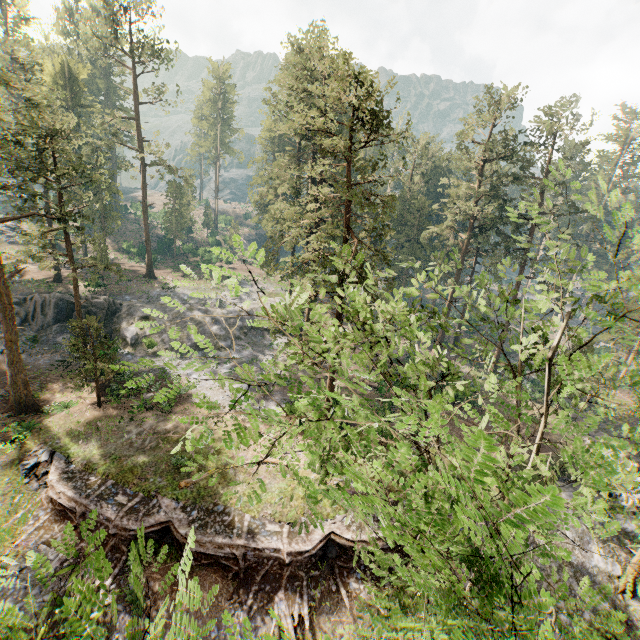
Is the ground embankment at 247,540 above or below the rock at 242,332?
below

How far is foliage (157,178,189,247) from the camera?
56.2 meters

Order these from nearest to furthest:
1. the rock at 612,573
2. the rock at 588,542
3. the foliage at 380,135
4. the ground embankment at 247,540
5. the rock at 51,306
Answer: the foliage at 380,135, the ground embankment at 247,540, the rock at 612,573, the rock at 588,542, the rock at 51,306

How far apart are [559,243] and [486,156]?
31.3 meters

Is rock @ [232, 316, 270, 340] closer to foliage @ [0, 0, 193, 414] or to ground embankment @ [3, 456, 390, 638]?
foliage @ [0, 0, 193, 414]

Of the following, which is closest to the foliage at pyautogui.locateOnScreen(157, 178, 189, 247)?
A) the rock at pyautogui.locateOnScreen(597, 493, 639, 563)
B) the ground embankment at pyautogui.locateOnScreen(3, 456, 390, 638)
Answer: the rock at pyautogui.locateOnScreen(597, 493, 639, 563)

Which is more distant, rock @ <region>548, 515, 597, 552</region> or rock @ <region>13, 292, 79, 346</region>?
rock @ <region>13, 292, 79, 346</region>

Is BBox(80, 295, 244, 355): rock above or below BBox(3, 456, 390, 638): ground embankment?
above
